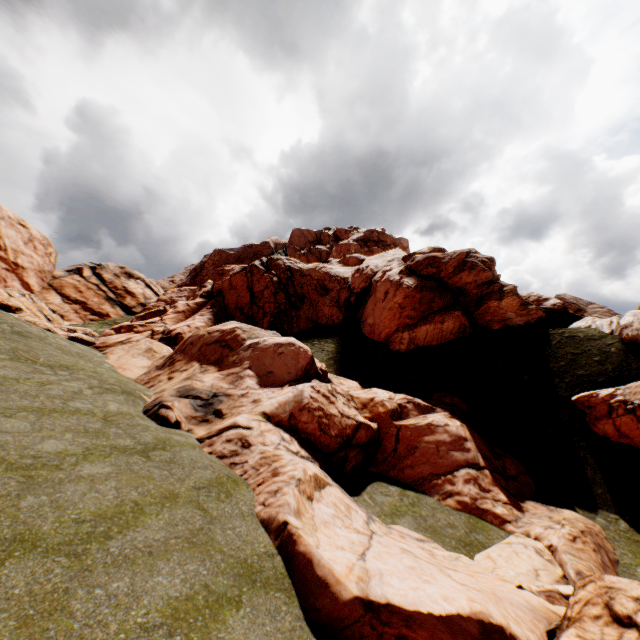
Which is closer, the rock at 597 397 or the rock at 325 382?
the rock at 325 382

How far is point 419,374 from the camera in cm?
2634

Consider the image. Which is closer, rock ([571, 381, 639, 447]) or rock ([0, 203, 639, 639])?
rock ([0, 203, 639, 639])
